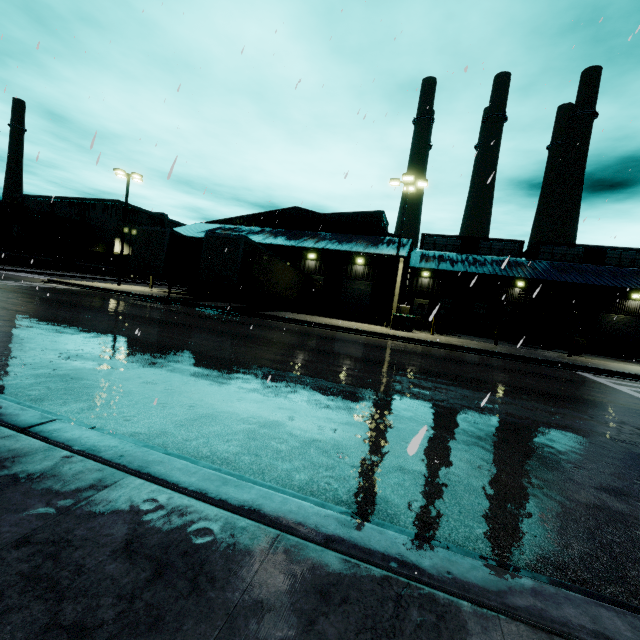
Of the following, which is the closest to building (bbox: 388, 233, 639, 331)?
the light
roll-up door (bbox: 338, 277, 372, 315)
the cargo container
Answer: roll-up door (bbox: 338, 277, 372, 315)

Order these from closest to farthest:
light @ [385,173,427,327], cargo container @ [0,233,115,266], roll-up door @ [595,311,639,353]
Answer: light @ [385,173,427,327] < roll-up door @ [595,311,639,353] < cargo container @ [0,233,115,266]

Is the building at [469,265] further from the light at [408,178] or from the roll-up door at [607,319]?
the light at [408,178]

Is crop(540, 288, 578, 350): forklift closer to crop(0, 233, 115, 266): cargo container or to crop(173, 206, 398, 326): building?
crop(173, 206, 398, 326): building

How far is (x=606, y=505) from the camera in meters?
3.4 m

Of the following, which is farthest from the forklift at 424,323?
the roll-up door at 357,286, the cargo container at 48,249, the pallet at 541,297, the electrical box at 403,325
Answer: the cargo container at 48,249

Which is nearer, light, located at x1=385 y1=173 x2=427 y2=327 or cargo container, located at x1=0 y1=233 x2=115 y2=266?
light, located at x1=385 y1=173 x2=427 y2=327

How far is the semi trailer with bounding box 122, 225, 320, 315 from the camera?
18.23m
